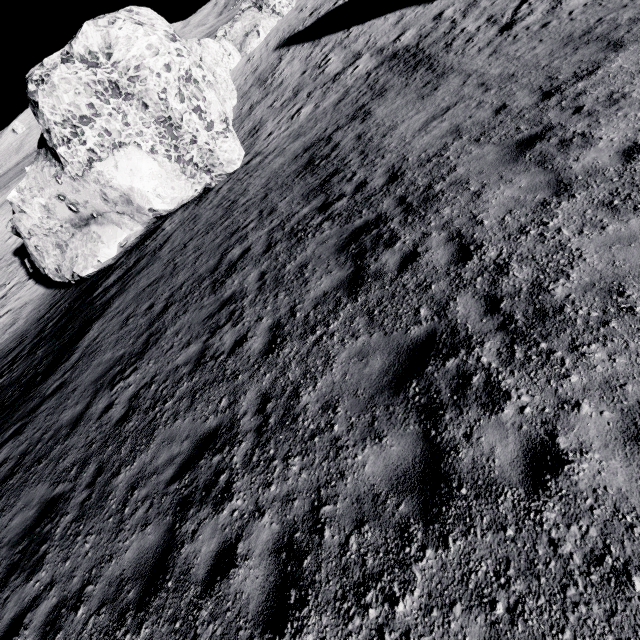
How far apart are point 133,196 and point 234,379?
12.6m
